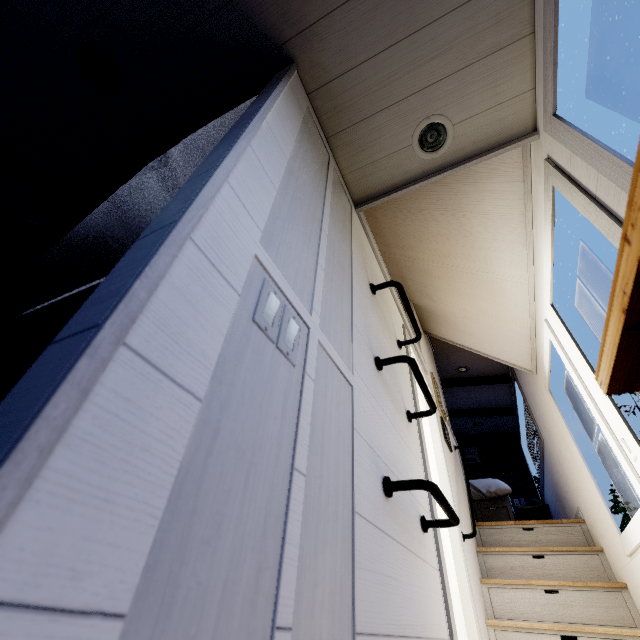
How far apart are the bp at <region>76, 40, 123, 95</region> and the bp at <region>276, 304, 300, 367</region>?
1.7 meters

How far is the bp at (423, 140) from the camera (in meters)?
1.64

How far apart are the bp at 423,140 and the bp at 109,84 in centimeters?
151cm

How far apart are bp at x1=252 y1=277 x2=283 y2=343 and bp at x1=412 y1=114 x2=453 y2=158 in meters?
1.4

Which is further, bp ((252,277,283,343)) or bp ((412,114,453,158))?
bp ((412,114,453,158))

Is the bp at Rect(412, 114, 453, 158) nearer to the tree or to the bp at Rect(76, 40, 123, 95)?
the tree

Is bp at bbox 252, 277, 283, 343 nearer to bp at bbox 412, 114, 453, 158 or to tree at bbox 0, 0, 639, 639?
tree at bbox 0, 0, 639, 639

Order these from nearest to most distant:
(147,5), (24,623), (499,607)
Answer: (24,623), (147,5), (499,607)
